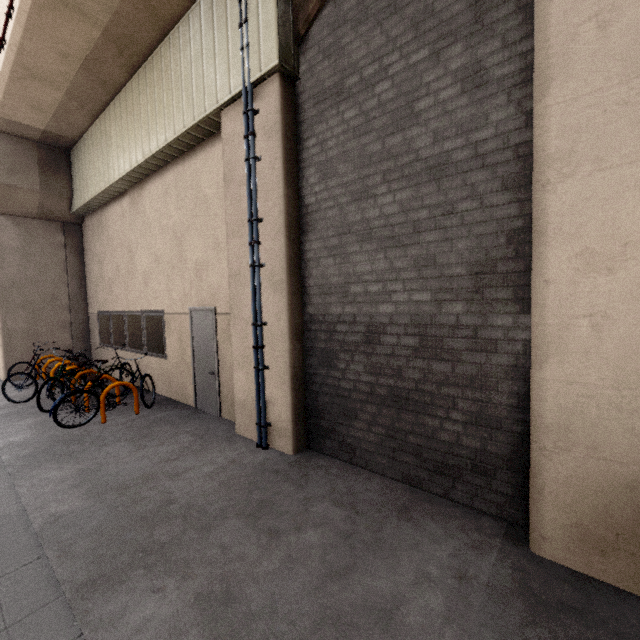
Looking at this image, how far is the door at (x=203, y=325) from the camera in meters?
6.2 m

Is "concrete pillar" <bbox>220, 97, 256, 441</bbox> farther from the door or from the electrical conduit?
the door

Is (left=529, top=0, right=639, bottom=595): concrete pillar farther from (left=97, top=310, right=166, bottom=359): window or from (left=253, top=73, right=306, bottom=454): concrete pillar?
(left=97, top=310, right=166, bottom=359): window

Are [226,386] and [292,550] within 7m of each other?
yes

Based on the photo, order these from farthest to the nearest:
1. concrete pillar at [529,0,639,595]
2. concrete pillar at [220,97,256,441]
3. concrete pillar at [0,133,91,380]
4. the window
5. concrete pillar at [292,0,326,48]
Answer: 1. concrete pillar at [0,133,91,380]
2. the window
3. concrete pillar at [220,97,256,441]
4. concrete pillar at [292,0,326,48]
5. concrete pillar at [529,0,639,595]

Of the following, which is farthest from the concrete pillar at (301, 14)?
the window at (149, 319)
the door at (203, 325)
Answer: the window at (149, 319)

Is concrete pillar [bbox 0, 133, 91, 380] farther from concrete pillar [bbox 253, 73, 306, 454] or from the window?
concrete pillar [bbox 253, 73, 306, 454]

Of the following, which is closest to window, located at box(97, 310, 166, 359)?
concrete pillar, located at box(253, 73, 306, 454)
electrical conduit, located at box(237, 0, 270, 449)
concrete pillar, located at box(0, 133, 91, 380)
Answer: concrete pillar, located at box(0, 133, 91, 380)
